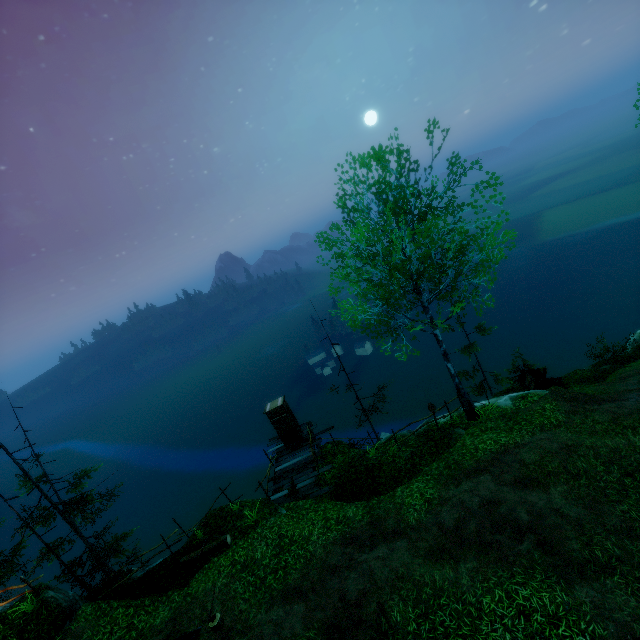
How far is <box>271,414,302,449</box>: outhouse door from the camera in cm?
1758

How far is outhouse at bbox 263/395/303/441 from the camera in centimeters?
1755cm

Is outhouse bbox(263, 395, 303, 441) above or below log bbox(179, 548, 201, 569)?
above

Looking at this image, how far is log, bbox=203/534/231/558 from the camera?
12.54m

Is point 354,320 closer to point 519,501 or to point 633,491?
point 519,501

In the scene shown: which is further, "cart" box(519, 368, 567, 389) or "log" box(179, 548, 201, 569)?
"cart" box(519, 368, 567, 389)

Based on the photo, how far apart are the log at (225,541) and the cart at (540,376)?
16.7 meters

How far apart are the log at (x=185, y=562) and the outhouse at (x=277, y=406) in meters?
5.7
